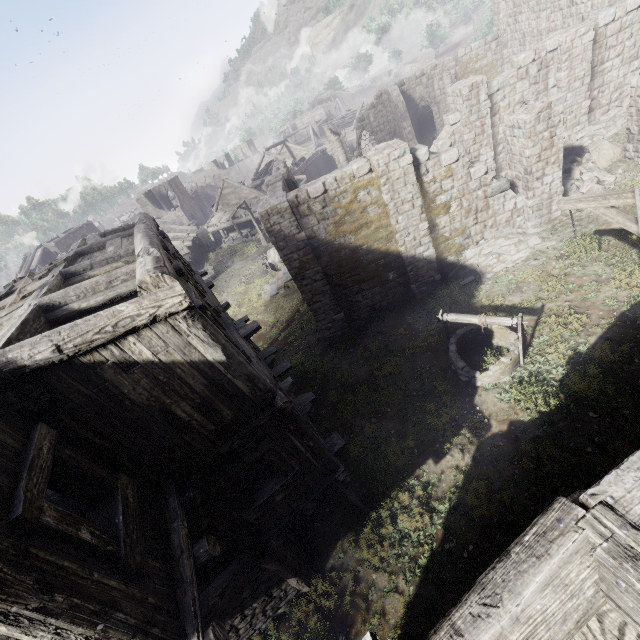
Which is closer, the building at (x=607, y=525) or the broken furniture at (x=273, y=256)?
the building at (x=607, y=525)

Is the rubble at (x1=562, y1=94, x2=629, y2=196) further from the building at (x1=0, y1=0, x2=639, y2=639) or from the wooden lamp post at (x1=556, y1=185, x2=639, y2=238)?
the wooden lamp post at (x1=556, y1=185, x2=639, y2=238)

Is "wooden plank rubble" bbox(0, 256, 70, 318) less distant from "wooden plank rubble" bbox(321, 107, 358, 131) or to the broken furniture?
the broken furniture

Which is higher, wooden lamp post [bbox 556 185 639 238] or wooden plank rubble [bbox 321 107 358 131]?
wooden lamp post [bbox 556 185 639 238]

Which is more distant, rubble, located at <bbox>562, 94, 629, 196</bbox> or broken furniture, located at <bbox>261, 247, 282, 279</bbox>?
broken furniture, located at <bbox>261, 247, 282, 279</bbox>

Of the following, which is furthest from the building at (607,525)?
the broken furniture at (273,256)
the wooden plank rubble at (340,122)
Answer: → the broken furniture at (273,256)

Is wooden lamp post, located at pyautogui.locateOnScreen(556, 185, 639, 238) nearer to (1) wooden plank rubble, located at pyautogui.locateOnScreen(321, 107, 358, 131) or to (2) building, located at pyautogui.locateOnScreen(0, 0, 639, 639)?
(2) building, located at pyautogui.locateOnScreen(0, 0, 639, 639)

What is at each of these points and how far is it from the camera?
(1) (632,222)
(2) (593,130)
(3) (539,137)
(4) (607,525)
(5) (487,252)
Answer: (1) wooden lamp post, 5.4m
(2) rubble, 16.0m
(3) building, 11.6m
(4) building, 1.5m
(5) rubble, 13.6m
